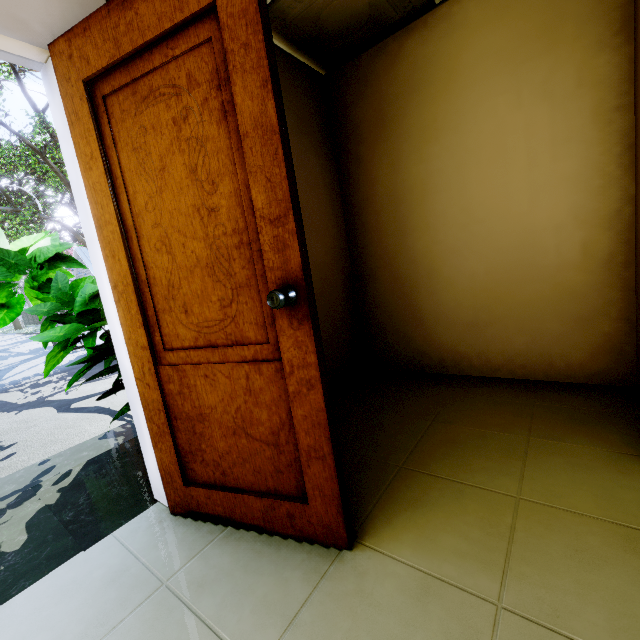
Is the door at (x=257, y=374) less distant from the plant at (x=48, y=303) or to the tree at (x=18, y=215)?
the plant at (x=48, y=303)

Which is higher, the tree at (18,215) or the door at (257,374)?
the tree at (18,215)

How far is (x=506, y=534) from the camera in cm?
119

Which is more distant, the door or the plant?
the plant

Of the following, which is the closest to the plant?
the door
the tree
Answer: the door

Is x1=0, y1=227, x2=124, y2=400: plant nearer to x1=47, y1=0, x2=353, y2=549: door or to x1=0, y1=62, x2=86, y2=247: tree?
x1=47, y1=0, x2=353, y2=549: door
